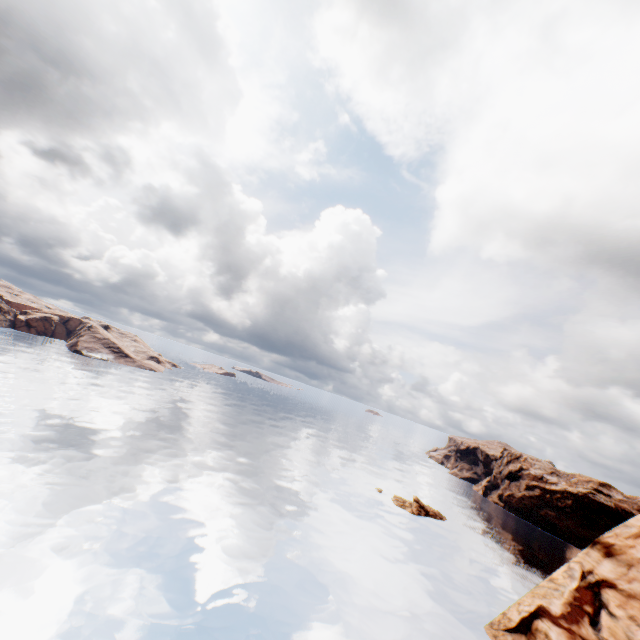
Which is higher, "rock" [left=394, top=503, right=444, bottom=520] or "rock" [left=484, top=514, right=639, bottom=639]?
"rock" [left=484, top=514, right=639, bottom=639]

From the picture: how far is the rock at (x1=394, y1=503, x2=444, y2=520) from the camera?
58.16m

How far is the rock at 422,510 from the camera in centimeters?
5816cm

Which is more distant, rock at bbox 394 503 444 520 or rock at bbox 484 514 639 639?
rock at bbox 394 503 444 520

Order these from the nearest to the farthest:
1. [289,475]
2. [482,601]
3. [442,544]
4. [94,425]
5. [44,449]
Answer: [482,601] → [44,449] → [442,544] → [94,425] → [289,475]

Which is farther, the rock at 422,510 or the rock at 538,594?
the rock at 422,510
